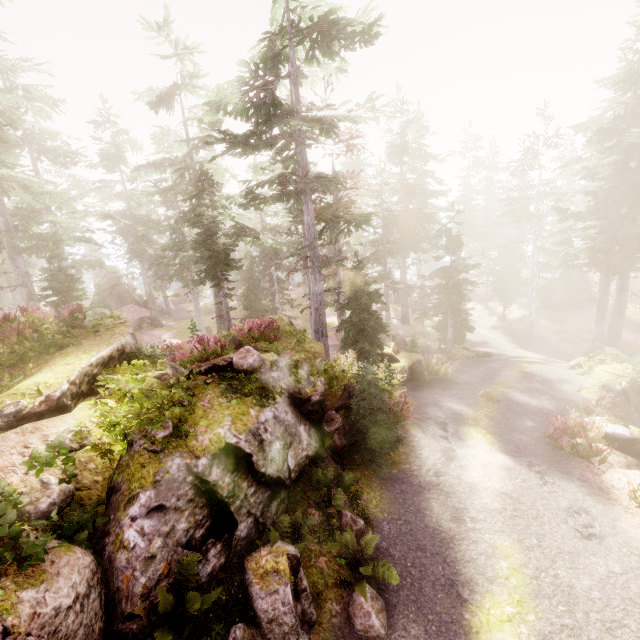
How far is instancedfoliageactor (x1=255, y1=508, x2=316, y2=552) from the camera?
6.8m

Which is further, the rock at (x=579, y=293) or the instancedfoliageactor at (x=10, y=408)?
the rock at (x=579, y=293)

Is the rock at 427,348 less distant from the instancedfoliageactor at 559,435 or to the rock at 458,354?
the instancedfoliageactor at 559,435

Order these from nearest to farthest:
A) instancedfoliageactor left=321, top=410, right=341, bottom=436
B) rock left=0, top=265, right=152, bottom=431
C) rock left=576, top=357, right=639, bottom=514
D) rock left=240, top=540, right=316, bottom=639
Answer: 1. rock left=240, top=540, right=316, bottom=639
2. rock left=0, top=265, right=152, bottom=431
3. instancedfoliageactor left=321, top=410, right=341, bottom=436
4. rock left=576, top=357, right=639, bottom=514

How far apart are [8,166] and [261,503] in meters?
22.4

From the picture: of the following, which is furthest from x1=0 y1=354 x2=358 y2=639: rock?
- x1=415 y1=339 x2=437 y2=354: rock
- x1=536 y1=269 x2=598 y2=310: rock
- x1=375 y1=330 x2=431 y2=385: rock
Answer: x1=415 y1=339 x2=437 y2=354: rock

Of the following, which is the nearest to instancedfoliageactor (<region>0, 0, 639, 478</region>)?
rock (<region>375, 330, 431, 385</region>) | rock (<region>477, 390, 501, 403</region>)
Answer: rock (<region>375, 330, 431, 385</region>)

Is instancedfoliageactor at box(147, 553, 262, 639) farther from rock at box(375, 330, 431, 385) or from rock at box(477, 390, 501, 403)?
rock at box(477, 390, 501, 403)
